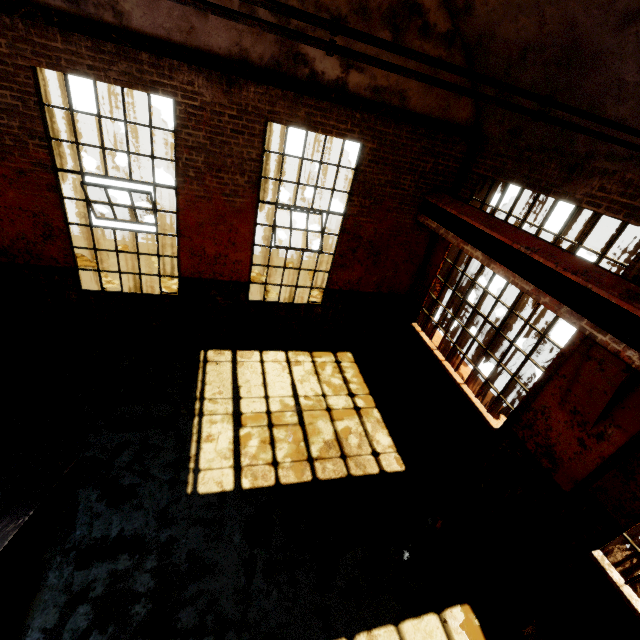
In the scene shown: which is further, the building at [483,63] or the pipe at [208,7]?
the building at [483,63]

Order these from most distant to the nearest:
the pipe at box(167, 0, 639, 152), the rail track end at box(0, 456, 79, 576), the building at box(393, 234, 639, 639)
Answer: the building at box(393, 234, 639, 639) → the rail track end at box(0, 456, 79, 576) → the pipe at box(167, 0, 639, 152)

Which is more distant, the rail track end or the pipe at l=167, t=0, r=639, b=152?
the rail track end

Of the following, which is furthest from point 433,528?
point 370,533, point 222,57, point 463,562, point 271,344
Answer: point 222,57

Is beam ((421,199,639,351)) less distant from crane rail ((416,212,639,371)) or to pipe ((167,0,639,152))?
crane rail ((416,212,639,371))

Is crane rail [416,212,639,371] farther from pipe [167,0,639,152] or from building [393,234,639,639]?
pipe [167,0,639,152]

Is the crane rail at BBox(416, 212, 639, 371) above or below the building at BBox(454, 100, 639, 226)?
below
